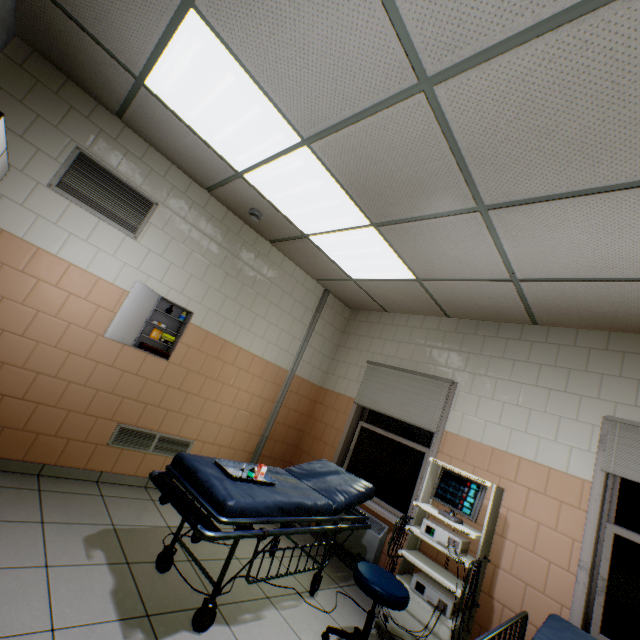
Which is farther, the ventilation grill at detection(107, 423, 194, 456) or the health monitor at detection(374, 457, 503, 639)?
the ventilation grill at detection(107, 423, 194, 456)

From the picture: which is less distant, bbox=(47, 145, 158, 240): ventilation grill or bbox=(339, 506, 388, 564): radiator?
bbox=(47, 145, 158, 240): ventilation grill

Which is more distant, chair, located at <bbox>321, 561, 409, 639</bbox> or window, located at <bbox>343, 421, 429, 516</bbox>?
window, located at <bbox>343, 421, 429, 516</bbox>

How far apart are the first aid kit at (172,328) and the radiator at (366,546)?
2.68m

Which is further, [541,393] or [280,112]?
[541,393]

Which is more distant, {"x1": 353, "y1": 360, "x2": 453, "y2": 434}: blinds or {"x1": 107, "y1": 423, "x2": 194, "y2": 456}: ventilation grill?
{"x1": 353, "y1": 360, "x2": 453, "y2": 434}: blinds

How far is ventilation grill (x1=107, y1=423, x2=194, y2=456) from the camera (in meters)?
3.36

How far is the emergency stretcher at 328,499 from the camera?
1.98m
